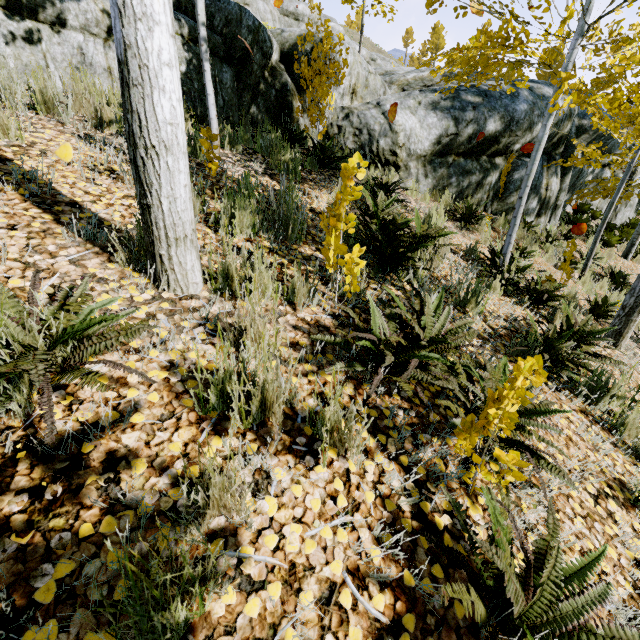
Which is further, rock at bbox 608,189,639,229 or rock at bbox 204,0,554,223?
rock at bbox 608,189,639,229

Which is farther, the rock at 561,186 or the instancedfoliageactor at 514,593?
the rock at 561,186

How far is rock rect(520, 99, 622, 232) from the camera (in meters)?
7.78

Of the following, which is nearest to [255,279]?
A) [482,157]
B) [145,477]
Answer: [145,477]

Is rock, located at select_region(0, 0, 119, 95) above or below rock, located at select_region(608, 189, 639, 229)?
above

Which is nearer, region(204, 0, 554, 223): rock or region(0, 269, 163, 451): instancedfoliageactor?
region(0, 269, 163, 451): instancedfoliageactor

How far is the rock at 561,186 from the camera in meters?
7.8
